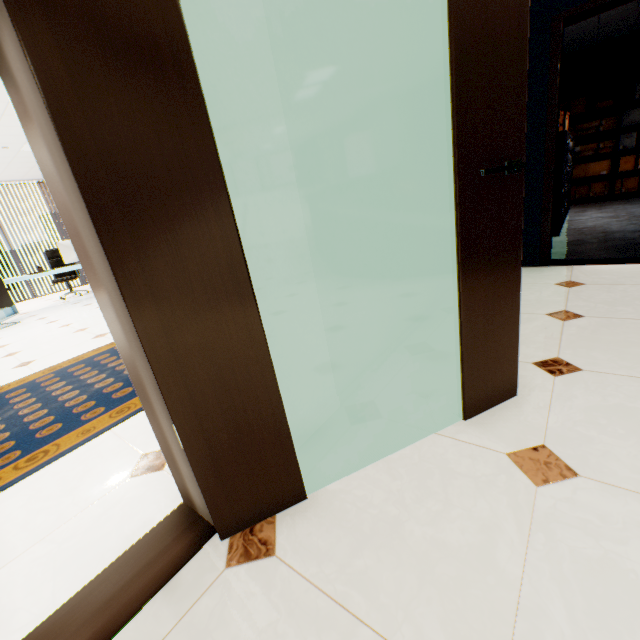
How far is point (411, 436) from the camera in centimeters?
141cm

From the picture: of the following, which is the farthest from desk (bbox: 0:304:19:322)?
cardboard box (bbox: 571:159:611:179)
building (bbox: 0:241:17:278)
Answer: building (bbox: 0:241:17:278)

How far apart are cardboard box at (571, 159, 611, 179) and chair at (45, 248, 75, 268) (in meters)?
11.12

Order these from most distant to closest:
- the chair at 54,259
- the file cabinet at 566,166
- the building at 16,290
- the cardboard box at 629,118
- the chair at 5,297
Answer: the building at 16,290, the chair at 54,259, the cardboard box at 629,118, the chair at 5,297, the file cabinet at 566,166

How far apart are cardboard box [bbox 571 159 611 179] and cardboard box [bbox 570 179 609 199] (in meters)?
0.15

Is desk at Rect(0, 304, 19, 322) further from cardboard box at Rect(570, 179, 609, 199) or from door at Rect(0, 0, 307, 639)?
cardboard box at Rect(570, 179, 609, 199)

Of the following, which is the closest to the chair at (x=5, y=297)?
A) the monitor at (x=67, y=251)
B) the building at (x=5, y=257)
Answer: the monitor at (x=67, y=251)

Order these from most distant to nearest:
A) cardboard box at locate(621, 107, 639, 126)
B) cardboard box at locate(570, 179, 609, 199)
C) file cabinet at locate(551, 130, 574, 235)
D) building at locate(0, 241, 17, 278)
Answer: building at locate(0, 241, 17, 278), cardboard box at locate(570, 179, 609, 199), cardboard box at locate(621, 107, 639, 126), file cabinet at locate(551, 130, 574, 235)
